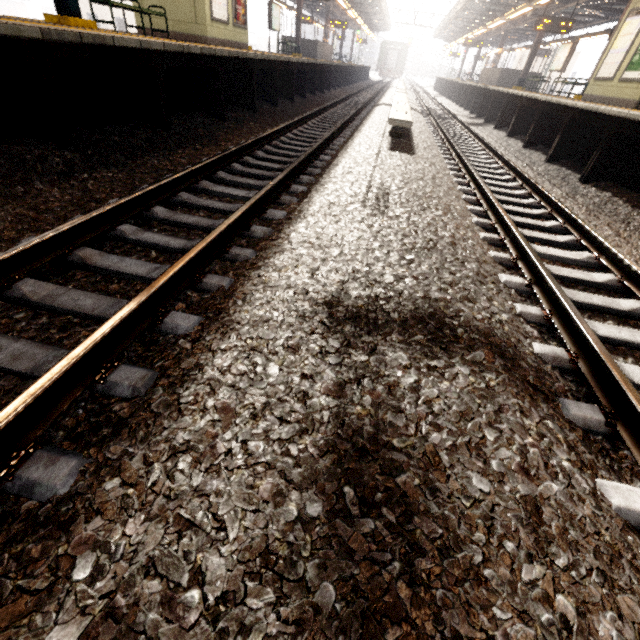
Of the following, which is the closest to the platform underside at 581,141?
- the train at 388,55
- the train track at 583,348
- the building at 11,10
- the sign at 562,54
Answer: the train track at 583,348

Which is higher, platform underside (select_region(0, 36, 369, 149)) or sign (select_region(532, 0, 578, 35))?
sign (select_region(532, 0, 578, 35))

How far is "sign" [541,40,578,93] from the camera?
15.0 meters

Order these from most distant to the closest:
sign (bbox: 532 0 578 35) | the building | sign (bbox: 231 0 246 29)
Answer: the building < sign (bbox: 532 0 578 35) < sign (bbox: 231 0 246 29)

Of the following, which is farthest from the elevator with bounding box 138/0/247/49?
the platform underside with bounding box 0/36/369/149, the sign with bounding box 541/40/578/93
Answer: the sign with bounding box 541/40/578/93

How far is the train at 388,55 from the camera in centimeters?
4634cm

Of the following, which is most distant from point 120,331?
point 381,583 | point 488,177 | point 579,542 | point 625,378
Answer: point 488,177

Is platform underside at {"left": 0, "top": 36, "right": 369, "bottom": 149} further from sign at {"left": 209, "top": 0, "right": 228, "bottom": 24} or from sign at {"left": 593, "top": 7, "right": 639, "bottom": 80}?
sign at {"left": 593, "top": 7, "right": 639, "bottom": 80}
